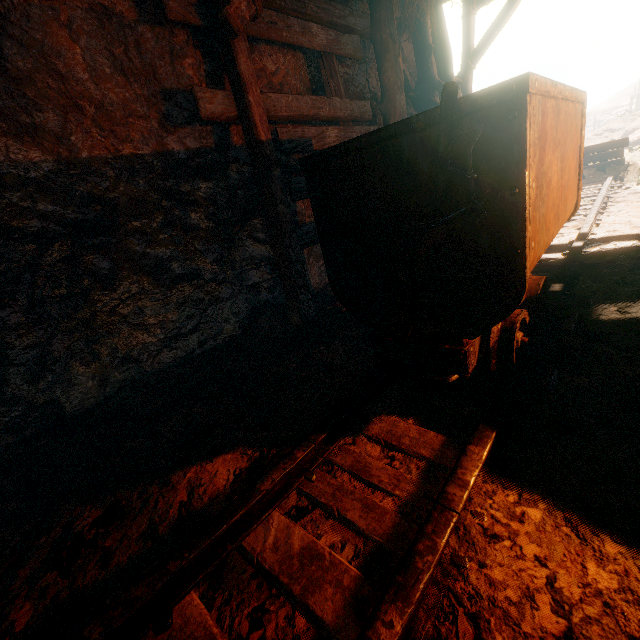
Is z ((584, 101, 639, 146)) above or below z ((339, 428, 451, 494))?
above

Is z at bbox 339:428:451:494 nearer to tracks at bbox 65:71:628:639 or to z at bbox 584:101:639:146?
tracks at bbox 65:71:628:639

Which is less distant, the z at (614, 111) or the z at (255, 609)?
the z at (255, 609)

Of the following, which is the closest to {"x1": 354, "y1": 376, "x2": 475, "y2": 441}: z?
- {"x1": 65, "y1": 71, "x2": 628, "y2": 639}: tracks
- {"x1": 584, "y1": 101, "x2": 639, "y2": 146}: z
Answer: {"x1": 65, "y1": 71, "x2": 628, "y2": 639}: tracks

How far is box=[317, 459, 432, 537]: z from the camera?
1.2 meters

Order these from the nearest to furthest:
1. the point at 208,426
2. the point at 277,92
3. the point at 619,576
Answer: the point at 619,576 < the point at 208,426 < the point at 277,92

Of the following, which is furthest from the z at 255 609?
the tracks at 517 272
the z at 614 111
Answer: the z at 614 111
